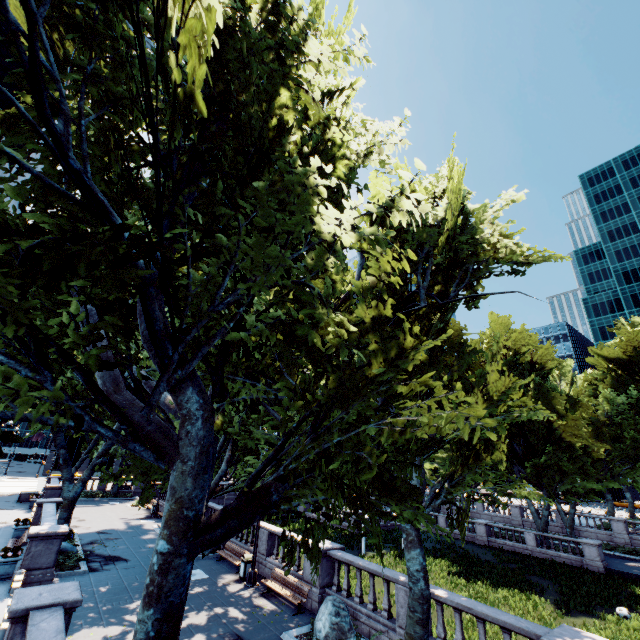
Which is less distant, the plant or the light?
the plant

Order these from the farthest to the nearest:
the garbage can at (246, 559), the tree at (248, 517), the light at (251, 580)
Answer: the garbage can at (246, 559) < the light at (251, 580) < the tree at (248, 517)

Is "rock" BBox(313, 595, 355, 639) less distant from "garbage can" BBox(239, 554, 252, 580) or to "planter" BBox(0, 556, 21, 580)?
"garbage can" BBox(239, 554, 252, 580)

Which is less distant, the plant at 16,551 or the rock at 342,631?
the rock at 342,631

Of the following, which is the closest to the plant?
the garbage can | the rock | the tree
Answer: the tree

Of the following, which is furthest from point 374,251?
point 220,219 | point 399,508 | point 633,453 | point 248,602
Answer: point 633,453

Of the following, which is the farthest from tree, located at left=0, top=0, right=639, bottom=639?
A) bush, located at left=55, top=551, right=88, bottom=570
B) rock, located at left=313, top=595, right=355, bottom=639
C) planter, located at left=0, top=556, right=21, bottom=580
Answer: planter, located at left=0, top=556, right=21, bottom=580

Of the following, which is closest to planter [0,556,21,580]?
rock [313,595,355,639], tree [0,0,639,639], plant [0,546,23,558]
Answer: plant [0,546,23,558]
